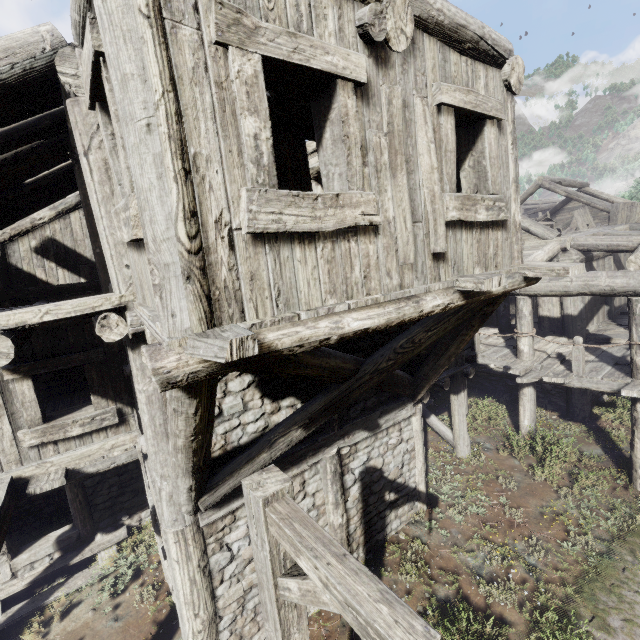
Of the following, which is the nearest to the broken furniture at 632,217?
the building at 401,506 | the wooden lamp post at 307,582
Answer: the building at 401,506

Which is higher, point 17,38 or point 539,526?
point 17,38

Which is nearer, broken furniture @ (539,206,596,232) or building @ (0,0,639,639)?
building @ (0,0,639,639)

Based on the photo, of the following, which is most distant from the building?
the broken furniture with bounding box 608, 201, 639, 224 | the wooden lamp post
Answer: the wooden lamp post

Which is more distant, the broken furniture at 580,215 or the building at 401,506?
the broken furniture at 580,215

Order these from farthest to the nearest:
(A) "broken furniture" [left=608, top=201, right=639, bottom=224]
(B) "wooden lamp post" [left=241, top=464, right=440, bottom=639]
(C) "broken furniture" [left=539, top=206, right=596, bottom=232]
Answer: (A) "broken furniture" [left=608, top=201, right=639, bottom=224]
(C) "broken furniture" [left=539, top=206, right=596, bottom=232]
(B) "wooden lamp post" [left=241, top=464, right=440, bottom=639]

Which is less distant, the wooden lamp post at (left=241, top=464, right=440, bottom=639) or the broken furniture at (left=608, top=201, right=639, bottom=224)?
the wooden lamp post at (left=241, top=464, right=440, bottom=639)
